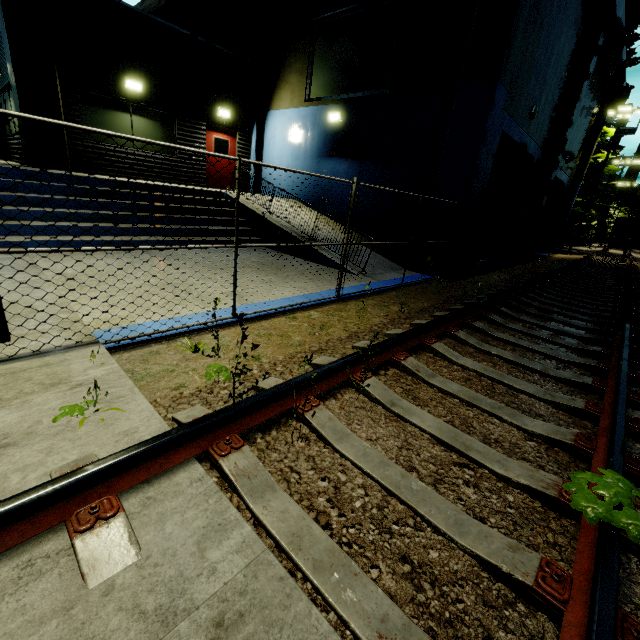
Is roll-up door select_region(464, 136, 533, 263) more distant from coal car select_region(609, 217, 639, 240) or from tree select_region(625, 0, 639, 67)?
coal car select_region(609, 217, 639, 240)

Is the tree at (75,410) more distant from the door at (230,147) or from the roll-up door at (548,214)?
the roll-up door at (548,214)

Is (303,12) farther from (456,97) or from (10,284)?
(10,284)

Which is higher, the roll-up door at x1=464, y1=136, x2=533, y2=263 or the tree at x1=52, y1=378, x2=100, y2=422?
the roll-up door at x1=464, y1=136, x2=533, y2=263

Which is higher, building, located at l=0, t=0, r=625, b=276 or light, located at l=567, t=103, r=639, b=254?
light, located at l=567, t=103, r=639, b=254

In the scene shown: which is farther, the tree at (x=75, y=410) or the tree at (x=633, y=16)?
the tree at (x=633, y=16)

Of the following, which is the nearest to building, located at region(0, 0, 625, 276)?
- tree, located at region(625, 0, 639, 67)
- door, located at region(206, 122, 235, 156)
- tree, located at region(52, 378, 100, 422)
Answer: door, located at region(206, 122, 235, 156)

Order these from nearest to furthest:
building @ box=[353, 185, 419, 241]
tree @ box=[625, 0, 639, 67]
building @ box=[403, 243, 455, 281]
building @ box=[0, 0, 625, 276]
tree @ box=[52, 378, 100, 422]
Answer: tree @ box=[52, 378, 100, 422]
building @ box=[0, 0, 625, 276]
building @ box=[403, 243, 455, 281]
building @ box=[353, 185, 419, 241]
tree @ box=[625, 0, 639, 67]
